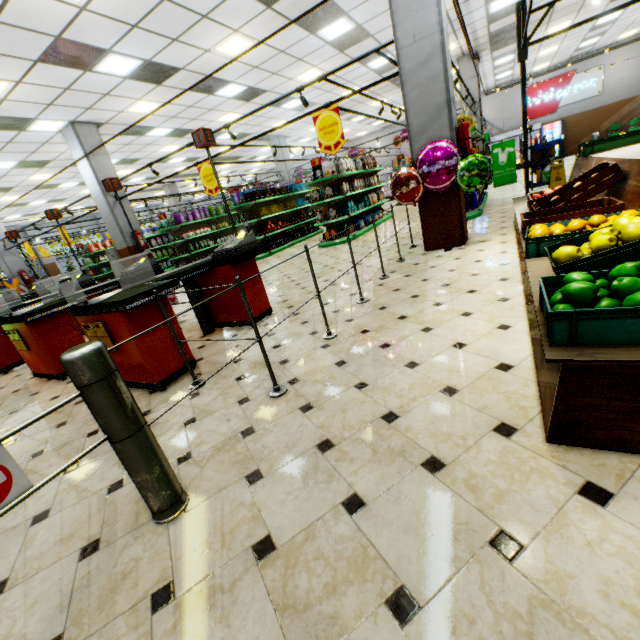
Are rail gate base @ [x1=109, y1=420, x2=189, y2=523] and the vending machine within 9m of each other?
no

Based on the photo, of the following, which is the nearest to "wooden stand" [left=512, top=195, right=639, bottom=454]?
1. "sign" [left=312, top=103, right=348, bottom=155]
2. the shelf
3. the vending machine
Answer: "sign" [left=312, top=103, right=348, bottom=155]

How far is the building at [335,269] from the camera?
6.0m

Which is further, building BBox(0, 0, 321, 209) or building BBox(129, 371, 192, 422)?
building BBox(0, 0, 321, 209)

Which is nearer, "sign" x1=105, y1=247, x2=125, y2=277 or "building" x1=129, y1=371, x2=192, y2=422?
"building" x1=129, y1=371, x2=192, y2=422

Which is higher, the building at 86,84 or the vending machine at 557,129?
the building at 86,84

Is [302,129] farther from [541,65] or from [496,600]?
[496,600]

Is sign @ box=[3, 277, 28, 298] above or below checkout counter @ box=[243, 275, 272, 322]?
above
